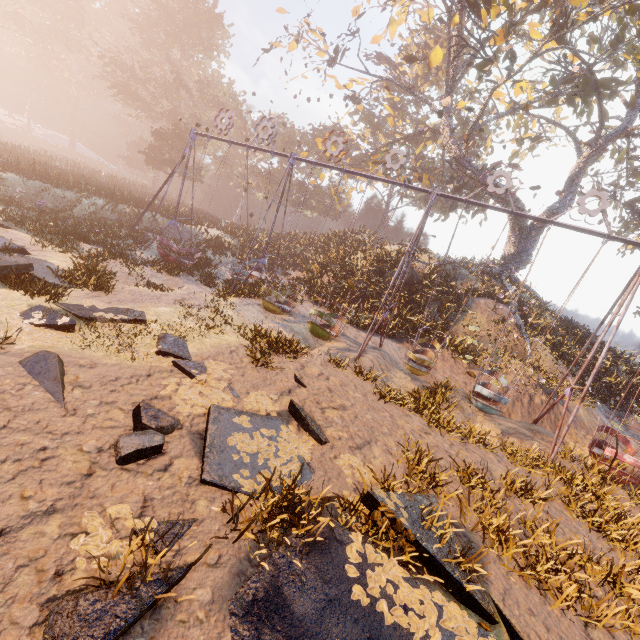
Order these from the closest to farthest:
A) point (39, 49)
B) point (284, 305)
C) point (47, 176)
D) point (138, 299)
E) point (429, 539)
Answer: point (429, 539), point (138, 299), point (284, 305), point (47, 176), point (39, 49)

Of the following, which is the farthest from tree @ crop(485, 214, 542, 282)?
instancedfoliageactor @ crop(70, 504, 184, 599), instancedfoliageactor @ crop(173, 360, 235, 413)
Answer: instancedfoliageactor @ crop(70, 504, 184, 599)

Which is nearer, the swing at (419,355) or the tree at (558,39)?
the swing at (419,355)

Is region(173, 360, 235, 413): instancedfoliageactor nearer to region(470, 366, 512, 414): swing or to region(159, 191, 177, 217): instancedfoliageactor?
region(470, 366, 512, 414): swing

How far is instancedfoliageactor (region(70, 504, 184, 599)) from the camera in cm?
273

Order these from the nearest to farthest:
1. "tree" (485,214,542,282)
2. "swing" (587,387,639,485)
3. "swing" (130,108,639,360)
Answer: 1. "swing" (587,387,639,485)
2. "swing" (130,108,639,360)
3. "tree" (485,214,542,282)

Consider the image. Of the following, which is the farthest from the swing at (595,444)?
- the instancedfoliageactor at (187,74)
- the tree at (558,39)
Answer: the instancedfoliageactor at (187,74)

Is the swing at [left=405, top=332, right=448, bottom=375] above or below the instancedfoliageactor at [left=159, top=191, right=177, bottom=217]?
below
